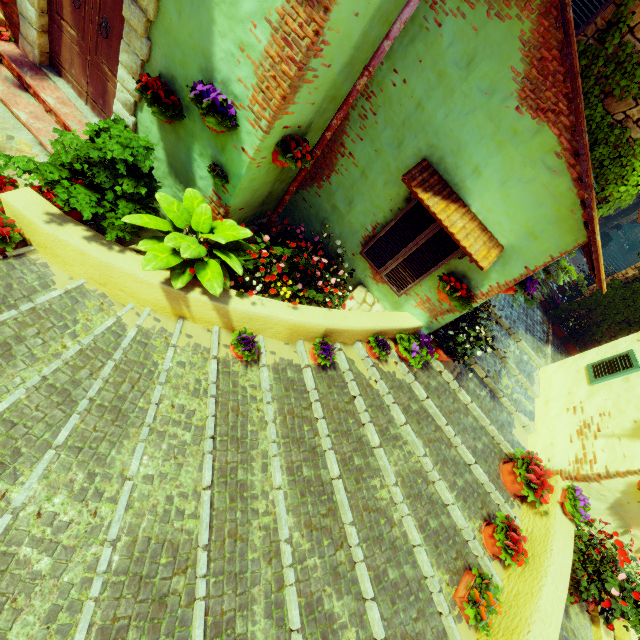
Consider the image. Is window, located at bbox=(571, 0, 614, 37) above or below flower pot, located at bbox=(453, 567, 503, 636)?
above

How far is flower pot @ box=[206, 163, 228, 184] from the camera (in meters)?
3.78

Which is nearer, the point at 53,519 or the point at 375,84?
the point at 53,519

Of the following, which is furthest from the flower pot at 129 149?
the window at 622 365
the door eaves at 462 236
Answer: the window at 622 365

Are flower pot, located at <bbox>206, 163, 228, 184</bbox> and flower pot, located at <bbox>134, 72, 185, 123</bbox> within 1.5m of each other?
yes

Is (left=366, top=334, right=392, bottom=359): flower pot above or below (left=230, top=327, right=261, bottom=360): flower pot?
above

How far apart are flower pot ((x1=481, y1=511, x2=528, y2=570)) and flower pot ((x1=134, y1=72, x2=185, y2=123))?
6.2m

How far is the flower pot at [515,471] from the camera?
4.53m
